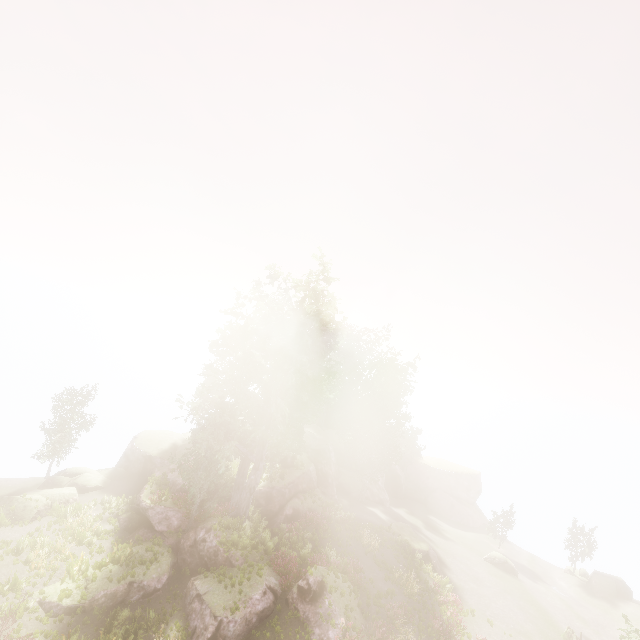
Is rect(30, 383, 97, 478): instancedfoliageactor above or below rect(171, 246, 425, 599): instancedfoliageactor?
below

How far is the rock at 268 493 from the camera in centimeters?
2731cm

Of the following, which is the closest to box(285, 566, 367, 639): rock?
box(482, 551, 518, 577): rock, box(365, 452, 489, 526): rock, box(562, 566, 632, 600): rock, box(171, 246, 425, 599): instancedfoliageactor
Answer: box(171, 246, 425, 599): instancedfoliageactor

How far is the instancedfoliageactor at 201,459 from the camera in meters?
21.2

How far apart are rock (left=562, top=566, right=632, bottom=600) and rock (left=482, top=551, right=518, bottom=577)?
7.8m

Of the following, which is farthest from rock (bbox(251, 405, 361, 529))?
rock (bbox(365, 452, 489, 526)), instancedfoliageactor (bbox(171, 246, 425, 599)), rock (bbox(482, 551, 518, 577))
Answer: rock (bbox(482, 551, 518, 577))

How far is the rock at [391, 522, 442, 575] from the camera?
27.8m

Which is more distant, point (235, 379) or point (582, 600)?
point (582, 600)
